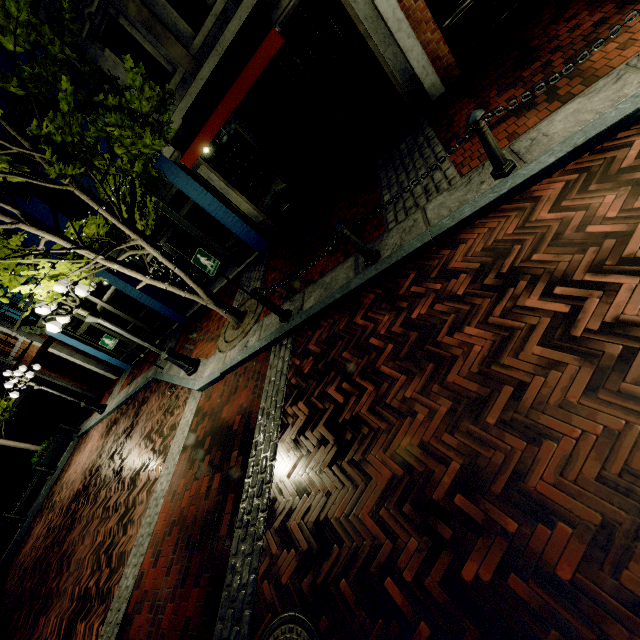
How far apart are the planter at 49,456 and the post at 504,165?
19.2 meters

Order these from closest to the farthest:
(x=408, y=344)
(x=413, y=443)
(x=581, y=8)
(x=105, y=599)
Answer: (x=413, y=443) → (x=408, y=344) → (x=581, y=8) → (x=105, y=599)

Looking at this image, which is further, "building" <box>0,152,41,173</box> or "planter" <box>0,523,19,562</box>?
"planter" <box>0,523,19,562</box>

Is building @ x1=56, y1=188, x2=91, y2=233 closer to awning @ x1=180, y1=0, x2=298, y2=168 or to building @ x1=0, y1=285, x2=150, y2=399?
awning @ x1=180, y1=0, x2=298, y2=168

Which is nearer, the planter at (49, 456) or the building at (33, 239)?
the building at (33, 239)

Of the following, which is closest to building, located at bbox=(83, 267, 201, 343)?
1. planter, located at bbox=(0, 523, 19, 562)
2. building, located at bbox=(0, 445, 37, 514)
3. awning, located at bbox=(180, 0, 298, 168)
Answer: awning, located at bbox=(180, 0, 298, 168)

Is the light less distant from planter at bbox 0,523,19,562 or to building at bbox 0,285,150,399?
building at bbox 0,285,150,399

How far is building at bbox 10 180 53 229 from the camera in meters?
9.1
